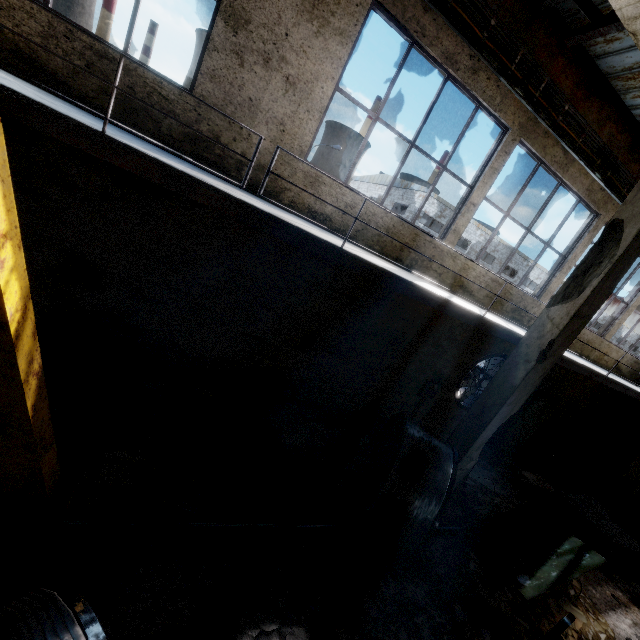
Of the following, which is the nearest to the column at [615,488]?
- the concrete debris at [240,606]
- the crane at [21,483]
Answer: the concrete debris at [240,606]

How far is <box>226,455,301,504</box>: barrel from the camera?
4.7m

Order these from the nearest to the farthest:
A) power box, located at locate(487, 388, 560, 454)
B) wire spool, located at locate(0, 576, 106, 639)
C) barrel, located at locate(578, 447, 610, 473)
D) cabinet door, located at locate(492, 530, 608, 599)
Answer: wire spool, located at locate(0, 576, 106, 639) < cabinet door, located at locate(492, 530, 608, 599) < power box, located at locate(487, 388, 560, 454) < barrel, located at locate(578, 447, 610, 473)

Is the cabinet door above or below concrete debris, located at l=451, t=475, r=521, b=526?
above

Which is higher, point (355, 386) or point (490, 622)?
point (355, 386)

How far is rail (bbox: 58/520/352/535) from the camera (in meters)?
3.65

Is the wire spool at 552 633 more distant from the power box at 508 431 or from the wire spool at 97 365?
the power box at 508 431

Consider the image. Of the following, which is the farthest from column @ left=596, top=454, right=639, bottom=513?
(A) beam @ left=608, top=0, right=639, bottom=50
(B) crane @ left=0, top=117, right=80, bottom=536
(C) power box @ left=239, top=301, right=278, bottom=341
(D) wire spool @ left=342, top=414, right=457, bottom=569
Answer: (B) crane @ left=0, top=117, right=80, bottom=536
